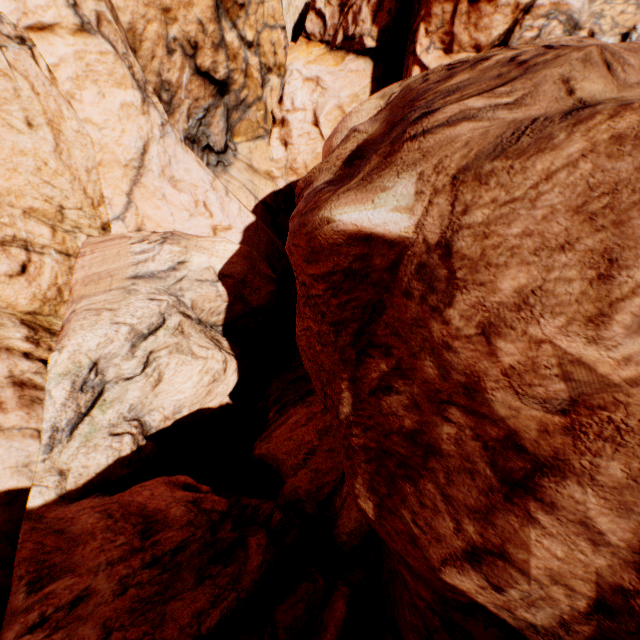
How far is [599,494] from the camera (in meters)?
3.42
